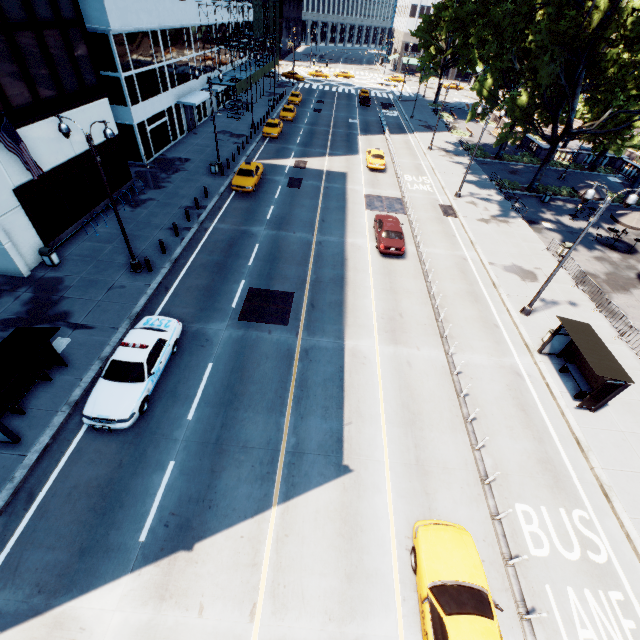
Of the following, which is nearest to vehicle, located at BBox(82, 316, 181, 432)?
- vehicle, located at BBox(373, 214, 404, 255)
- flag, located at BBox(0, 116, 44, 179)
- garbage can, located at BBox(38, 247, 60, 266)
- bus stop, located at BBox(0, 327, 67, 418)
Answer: bus stop, located at BBox(0, 327, 67, 418)

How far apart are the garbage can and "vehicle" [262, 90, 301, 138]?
36.5m

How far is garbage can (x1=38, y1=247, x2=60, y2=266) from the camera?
17.1 meters

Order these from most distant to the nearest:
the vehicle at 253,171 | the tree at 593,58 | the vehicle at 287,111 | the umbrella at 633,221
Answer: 1. the vehicle at 287,111
2. the vehicle at 253,171
3. the umbrella at 633,221
4. the tree at 593,58

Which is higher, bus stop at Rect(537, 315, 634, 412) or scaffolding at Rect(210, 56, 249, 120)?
scaffolding at Rect(210, 56, 249, 120)

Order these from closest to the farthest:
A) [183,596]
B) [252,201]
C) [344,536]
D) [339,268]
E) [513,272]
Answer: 1. [183,596]
2. [344,536]
3. [339,268]
4. [513,272]
5. [252,201]

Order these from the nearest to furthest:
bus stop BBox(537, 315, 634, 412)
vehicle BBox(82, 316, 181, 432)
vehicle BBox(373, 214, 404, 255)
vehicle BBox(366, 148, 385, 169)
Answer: vehicle BBox(82, 316, 181, 432) < bus stop BBox(537, 315, 634, 412) < vehicle BBox(373, 214, 404, 255) < vehicle BBox(366, 148, 385, 169)

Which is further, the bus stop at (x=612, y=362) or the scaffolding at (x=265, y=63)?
the scaffolding at (x=265, y=63)
